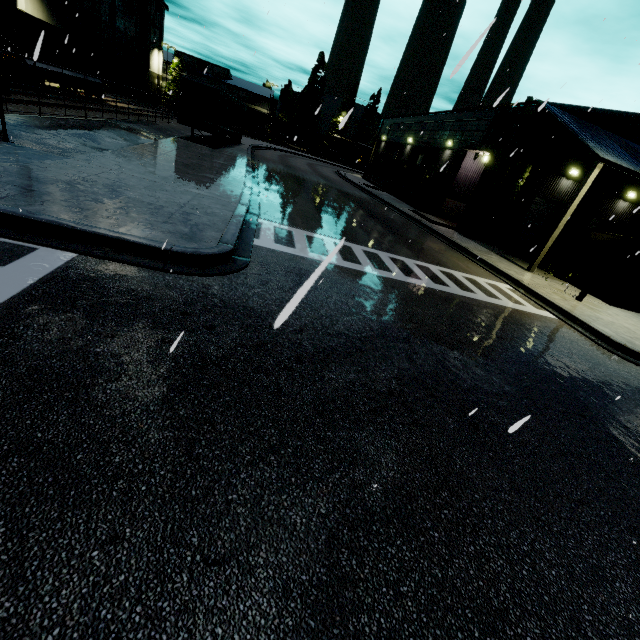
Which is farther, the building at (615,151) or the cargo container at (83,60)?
the cargo container at (83,60)

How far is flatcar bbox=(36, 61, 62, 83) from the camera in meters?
21.2

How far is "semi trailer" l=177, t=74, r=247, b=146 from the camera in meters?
21.3 m

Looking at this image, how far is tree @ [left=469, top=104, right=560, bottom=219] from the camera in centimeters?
1838cm

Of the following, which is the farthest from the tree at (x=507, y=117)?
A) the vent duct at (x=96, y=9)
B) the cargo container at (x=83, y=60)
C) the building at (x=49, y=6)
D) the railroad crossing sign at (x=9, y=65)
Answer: the railroad crossing sign at (x=9, y=65)

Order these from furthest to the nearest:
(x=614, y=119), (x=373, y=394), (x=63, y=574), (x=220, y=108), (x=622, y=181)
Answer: (x=220, y=108), (x=622, y=181), (x=614, y=119), (x=373, y=394), (x=63, y=574)

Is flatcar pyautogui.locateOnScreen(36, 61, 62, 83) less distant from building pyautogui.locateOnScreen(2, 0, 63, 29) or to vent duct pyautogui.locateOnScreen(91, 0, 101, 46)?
vent duct pyautogui.locateOnScreen(91, 0, 101, 46)
